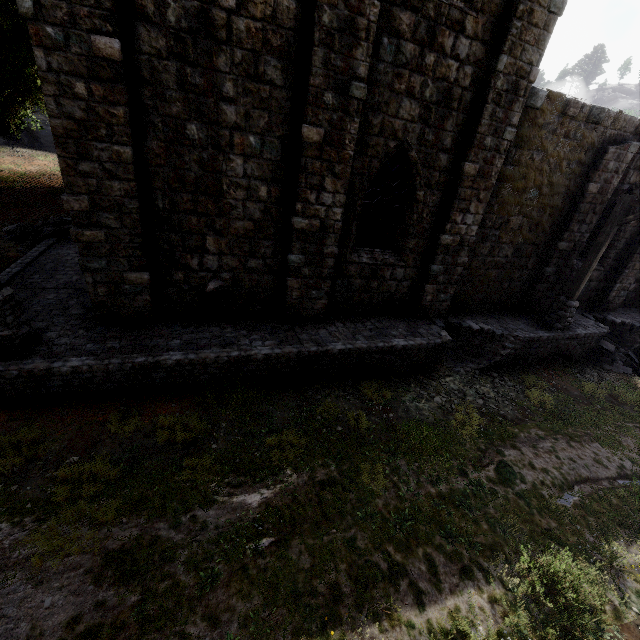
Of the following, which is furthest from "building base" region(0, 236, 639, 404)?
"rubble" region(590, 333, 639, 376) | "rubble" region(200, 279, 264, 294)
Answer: "rubble" region(200, 279, 264, 294)

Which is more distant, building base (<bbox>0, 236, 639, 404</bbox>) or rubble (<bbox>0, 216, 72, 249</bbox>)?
rubble (<bbox>0, 216, 72, 249</bbox>)

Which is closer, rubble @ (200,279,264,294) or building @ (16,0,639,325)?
building @ (16,0,639,325)

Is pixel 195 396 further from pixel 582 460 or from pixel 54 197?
pixel 54 197

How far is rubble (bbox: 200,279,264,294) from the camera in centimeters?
841cm

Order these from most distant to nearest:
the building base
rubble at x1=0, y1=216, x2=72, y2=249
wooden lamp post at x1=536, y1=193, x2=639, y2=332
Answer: rubble at x1=0, y1=216, x2=72, y2=249, wooden lamp post at x1=536, y1=193, x2=639, y2=332, the building base

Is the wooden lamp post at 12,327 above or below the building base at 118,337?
above

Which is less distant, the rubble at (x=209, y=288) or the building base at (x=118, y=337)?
the building base at (x=118, y=337)
